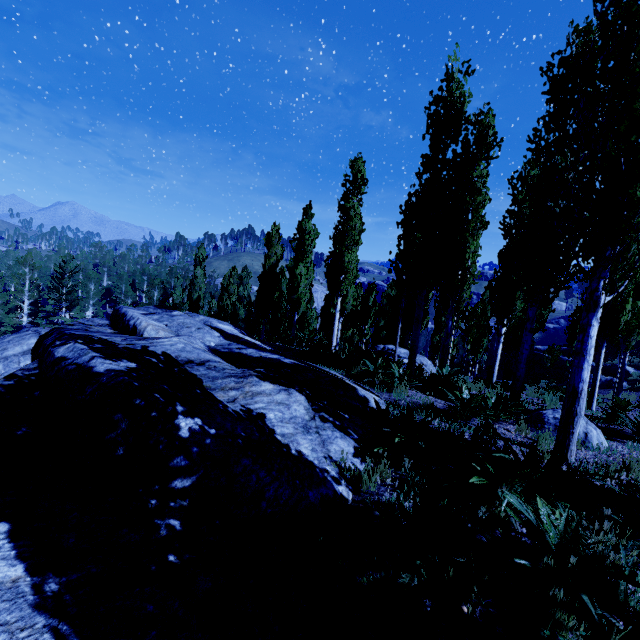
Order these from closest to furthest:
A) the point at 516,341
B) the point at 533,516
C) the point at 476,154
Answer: the point at 533,516, the point at 476,154, the point at 516,341

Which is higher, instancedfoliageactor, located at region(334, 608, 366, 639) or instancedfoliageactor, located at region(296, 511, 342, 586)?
instancedfoliageactor, located at region(334, 608, 366, 639)

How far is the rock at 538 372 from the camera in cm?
2741

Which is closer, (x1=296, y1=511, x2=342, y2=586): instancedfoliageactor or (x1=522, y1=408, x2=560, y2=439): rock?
(x1=296, y1=511, x2=342, y2=586): instancedfoliageactor

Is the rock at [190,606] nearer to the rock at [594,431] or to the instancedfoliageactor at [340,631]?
the instancedfoliageactor at [340,631]

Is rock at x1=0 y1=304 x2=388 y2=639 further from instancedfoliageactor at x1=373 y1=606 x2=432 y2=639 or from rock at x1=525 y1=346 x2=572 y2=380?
rock at x1=525 y1=346 x2=572 y2=380

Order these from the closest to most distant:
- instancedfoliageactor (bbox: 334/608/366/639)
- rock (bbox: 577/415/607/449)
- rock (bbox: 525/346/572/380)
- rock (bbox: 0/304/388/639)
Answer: instancedfoliageactor (bbox: 334/608/366/639) < rock (bbox: 0/304/388/639) < rock (bbox: 577/415/607/449) < rock (bbox: 525/346/572/380)

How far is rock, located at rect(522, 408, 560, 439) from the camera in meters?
6.4
